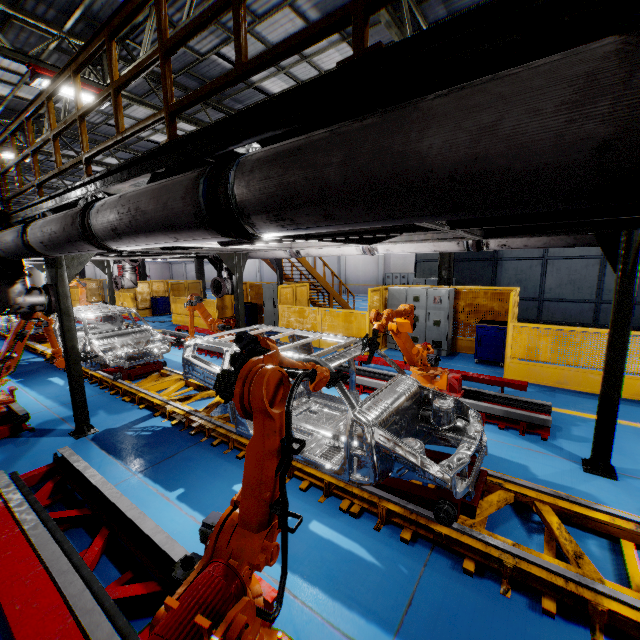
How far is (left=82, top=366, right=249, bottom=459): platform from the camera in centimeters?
558cm

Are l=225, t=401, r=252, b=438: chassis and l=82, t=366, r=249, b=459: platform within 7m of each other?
yes

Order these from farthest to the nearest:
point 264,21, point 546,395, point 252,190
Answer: point 264,21
point 546,395
point 252,190

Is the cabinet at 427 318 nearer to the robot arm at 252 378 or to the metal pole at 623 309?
the metal pole at 623 309

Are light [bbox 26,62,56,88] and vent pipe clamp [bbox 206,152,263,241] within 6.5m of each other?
no

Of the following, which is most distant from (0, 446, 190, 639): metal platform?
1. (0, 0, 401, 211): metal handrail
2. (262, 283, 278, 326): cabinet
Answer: (262, 283, 278, 326): cabinet

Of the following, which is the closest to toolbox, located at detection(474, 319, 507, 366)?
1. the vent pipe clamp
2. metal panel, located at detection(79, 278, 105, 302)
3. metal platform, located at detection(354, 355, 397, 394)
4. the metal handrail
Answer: metal panel, located at detection(79, 278, 105, 302)

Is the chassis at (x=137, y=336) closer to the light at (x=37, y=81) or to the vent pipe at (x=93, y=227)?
the vent pipe at (x=93, y=227)
